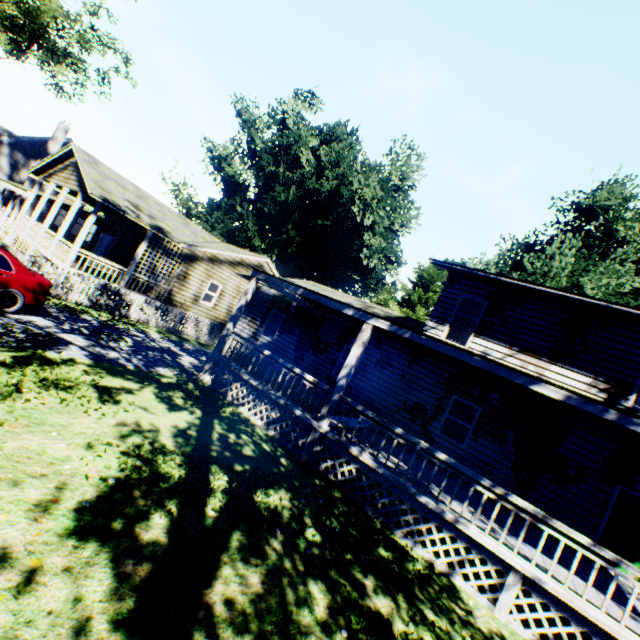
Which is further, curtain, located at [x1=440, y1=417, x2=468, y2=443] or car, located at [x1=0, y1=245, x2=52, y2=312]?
curtain, located at [x1=440, y1=417, x2=468, y2=443]

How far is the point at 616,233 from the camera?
26.03m

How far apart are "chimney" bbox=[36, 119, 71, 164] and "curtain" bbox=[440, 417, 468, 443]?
46.4m

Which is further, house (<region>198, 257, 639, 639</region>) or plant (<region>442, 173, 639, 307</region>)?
plant (<region>442, 173, 639, 307</region>)

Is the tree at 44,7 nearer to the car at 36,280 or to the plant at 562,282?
the plant at 562,282

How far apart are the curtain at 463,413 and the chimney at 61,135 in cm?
4644

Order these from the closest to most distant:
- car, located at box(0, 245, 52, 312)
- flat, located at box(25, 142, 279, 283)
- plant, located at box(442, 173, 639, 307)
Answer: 1. car, located at box(0, 245, 52, 312)
2. flat, located at box(25, 142, 279, 283)
3. plant, located at box(442, 173, 639, 307)
